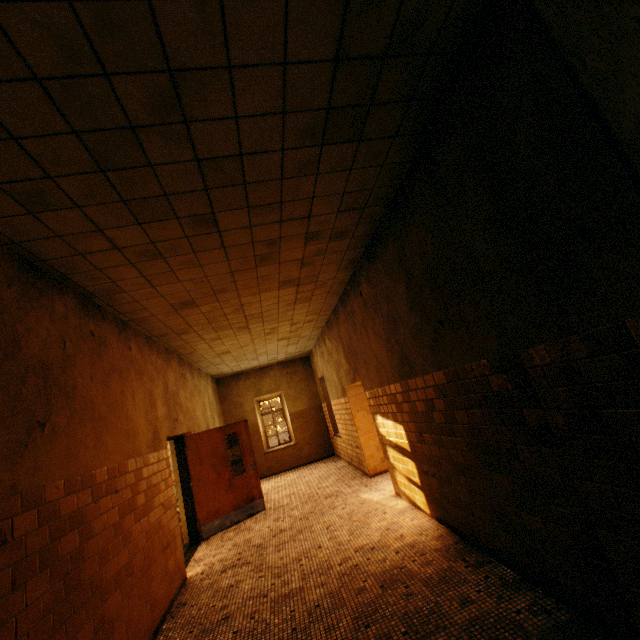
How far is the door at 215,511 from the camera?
6.7m

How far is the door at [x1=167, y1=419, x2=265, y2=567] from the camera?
6.7 meters

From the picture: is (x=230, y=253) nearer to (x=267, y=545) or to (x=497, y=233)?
(x=497, y=233)
